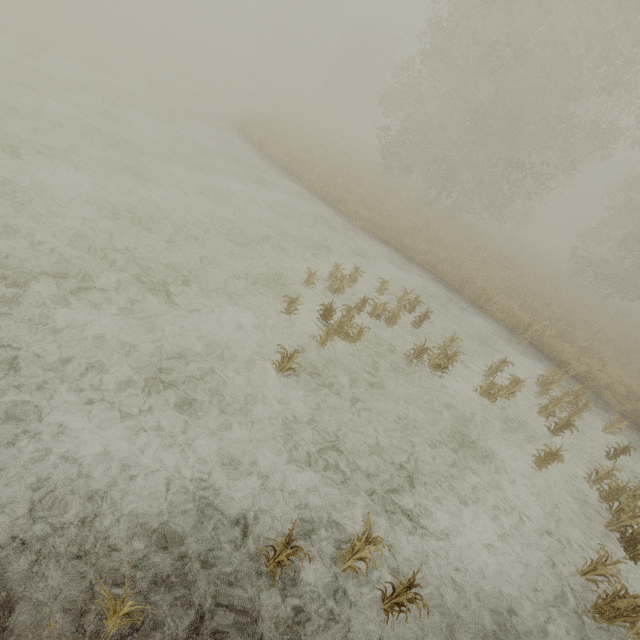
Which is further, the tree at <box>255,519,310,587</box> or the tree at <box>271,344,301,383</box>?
the tree at <box>271,344,301,383</box>

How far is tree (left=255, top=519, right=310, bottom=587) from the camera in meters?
2.9

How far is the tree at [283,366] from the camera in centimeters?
503cm

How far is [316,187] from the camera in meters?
14.9 m

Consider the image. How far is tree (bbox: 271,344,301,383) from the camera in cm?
503

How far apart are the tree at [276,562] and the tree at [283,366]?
2.3m

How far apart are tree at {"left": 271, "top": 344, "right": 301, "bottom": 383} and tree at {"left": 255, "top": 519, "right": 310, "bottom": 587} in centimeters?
231cm
